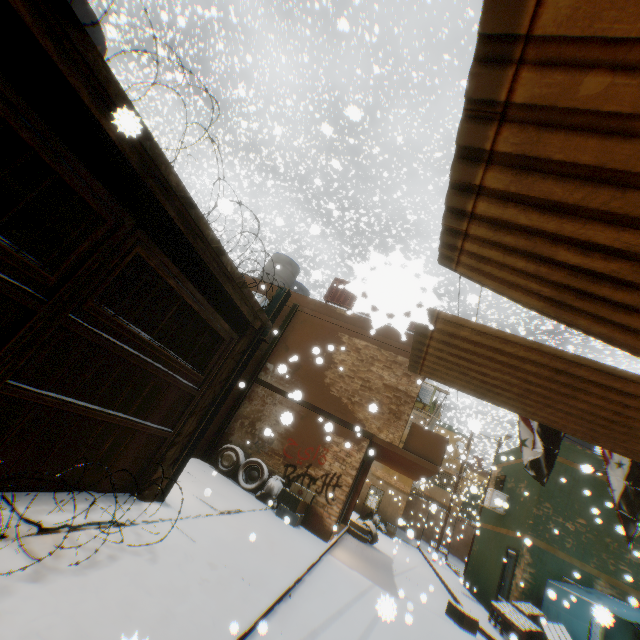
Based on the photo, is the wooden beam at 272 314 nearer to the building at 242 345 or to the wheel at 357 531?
the building at 242 345

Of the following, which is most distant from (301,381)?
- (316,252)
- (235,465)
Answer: (316,252)

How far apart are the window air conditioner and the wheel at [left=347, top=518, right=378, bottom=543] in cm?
823

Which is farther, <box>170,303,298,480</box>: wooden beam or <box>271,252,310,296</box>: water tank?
<box>271,252,310,296</box>: water tank

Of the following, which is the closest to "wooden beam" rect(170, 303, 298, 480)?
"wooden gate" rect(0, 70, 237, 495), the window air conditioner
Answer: "wooden gate" rect(0, 70, 237, 495)

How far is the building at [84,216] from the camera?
5.5m

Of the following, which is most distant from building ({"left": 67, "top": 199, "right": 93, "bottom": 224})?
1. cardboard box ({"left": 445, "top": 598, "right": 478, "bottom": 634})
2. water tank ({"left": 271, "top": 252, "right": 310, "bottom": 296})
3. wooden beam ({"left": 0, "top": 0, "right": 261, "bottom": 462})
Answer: cardboard box ({"left": 445, "top": 598, "right": 478, "bottom": 634})

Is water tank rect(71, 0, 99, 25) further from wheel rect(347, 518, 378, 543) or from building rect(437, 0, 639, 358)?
wheel rect(347, 518, 378, 543)
